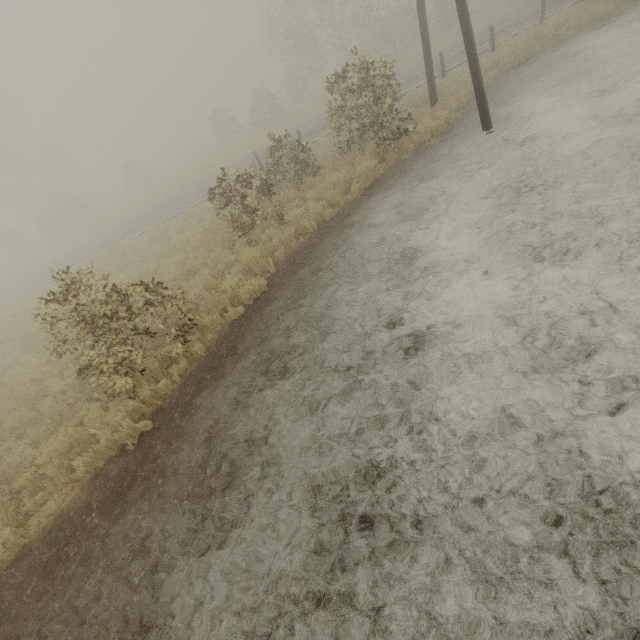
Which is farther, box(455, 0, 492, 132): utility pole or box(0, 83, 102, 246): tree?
box(0, 83, 102, 246): tree

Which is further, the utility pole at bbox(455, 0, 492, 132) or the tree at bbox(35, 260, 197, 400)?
the utility pole at bbox(455, 0, 492, 132)

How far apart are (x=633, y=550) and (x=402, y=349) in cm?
315

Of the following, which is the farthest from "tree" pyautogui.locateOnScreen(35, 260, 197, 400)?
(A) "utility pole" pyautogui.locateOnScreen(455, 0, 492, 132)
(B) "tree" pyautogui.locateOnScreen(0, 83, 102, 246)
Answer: (B) "tree" pyautogui.locateOnScreen(0, 83, 102, 246)

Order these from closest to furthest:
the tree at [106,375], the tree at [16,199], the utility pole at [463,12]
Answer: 1. the tree at [106,375]
2. the utility pole at [463,12]
3. the tree at [16,199]

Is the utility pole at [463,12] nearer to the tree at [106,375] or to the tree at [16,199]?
the tree at [106,375]

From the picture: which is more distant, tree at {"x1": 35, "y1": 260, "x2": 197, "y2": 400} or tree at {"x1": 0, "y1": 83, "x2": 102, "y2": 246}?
tree at {"x1": 0, "y1": 83, "x2": 102, "y2": 246}

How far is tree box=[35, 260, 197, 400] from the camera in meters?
5.9 m
